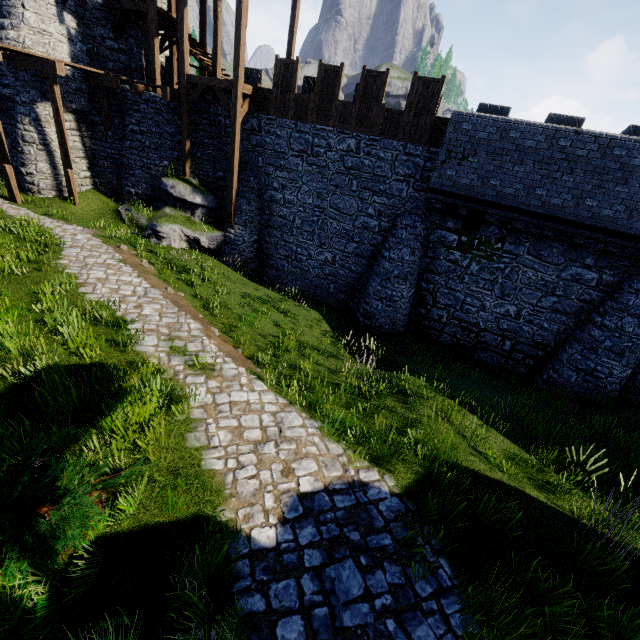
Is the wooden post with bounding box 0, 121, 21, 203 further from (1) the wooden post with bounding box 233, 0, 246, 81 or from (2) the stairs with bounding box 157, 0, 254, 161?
(1) the wooden post with bounding box 233, 0, 246, 81

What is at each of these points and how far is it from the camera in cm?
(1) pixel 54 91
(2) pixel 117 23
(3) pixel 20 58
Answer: (1) wooden post, 1409
(2) wooden platform, 1686
(3) walkway, 1416

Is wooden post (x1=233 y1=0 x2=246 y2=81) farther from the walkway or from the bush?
the bush

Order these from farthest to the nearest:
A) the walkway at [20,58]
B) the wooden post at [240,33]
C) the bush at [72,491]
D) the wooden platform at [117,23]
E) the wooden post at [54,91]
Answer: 1. the wooden platform at [117,23]
2. the wooden post at [54,91]
3. the walkway at [20,58]
4. the wooden post at [240,33]
5. the bush at [72,491]

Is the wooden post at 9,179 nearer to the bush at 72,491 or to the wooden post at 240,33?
the wooden post at 240,33

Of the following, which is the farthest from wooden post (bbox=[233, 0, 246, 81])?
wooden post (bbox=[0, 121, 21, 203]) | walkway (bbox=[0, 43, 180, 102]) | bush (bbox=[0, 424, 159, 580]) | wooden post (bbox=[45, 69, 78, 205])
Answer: bush (bbox=[0, 424, 159, 580])

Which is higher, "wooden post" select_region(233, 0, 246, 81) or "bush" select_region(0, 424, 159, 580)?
"wooden post" select_region(233, 0, 246, 81)

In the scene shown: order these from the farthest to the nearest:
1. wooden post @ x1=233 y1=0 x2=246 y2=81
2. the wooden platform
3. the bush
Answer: the wooden platform, wooden post @ x1=233 y1=0 x2=246 y2=81, the bush
